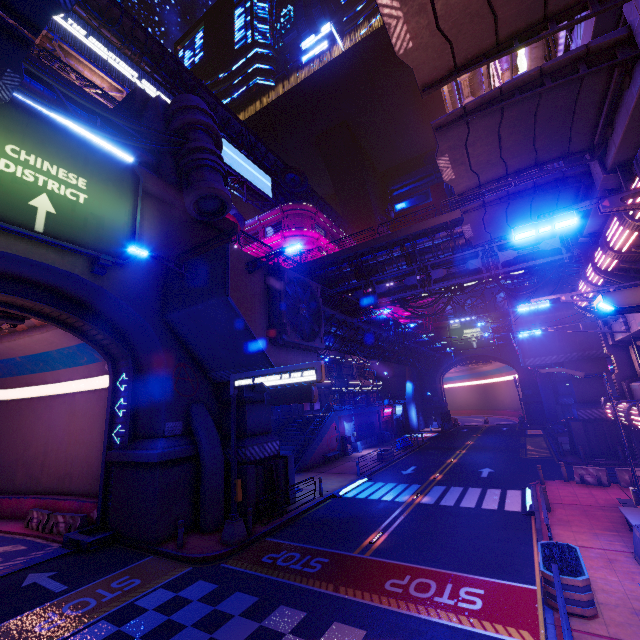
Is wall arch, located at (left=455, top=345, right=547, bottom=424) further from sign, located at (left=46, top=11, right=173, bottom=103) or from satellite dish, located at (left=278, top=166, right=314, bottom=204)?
sign, located at (left=46, top=11, right=173, bottom=103)

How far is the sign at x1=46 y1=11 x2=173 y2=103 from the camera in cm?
2986

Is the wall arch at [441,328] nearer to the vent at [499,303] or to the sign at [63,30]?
the vent at [499,303]

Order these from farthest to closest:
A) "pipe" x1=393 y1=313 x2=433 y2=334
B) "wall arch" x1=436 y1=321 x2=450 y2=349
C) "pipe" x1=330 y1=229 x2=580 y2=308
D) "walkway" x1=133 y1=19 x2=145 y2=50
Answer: "wall arch" x1=436 y1=321 x2=450 y2=349, "pipe" x1=393 y1=313 x2=433 y2=334, "walkway" x1=133 y1=19 x2=145 y2=50, "pipe" x1=330 y1=229 x2=580 y2=308

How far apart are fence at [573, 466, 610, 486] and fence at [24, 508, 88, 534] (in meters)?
27.06

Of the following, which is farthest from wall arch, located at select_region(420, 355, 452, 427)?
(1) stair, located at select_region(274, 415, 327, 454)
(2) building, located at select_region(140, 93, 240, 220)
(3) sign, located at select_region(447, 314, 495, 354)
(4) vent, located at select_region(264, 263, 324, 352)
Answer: (2) building, located at select_region(140, 93, 240, 220)

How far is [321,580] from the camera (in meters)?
10.72

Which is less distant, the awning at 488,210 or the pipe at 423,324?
the awning at 488,210
